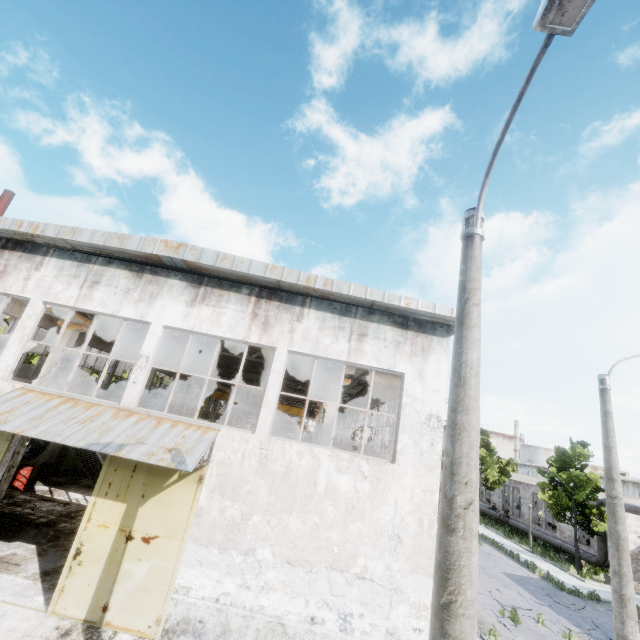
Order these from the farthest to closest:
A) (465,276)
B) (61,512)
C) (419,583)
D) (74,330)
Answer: (74,330) → (61,512) → (419,583) → (465,276)

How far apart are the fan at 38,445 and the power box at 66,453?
0.81m

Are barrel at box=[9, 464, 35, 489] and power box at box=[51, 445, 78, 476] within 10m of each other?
yes

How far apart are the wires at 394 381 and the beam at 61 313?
14.8 meters

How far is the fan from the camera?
16.90m

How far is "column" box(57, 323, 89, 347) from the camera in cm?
1435

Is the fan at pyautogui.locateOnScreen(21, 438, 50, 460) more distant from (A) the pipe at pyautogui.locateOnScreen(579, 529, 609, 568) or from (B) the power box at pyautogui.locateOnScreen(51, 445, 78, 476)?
(A) the pipe at pyautogui.locateOnScreen(579, 529, 609, 568)

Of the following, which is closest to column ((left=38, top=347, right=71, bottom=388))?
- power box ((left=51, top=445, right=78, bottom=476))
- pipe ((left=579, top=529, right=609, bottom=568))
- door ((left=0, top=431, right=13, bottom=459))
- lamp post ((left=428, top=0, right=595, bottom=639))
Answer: door ((left=0, top=431, right=13, bottom=459))
